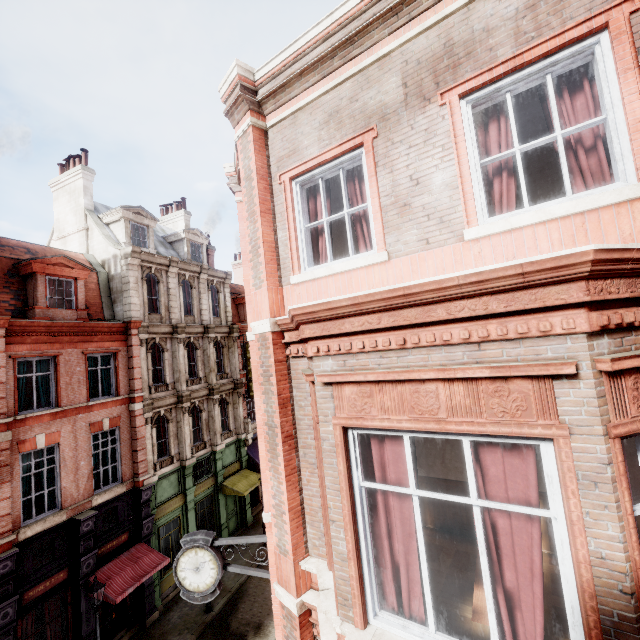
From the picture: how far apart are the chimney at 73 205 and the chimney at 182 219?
6.6m

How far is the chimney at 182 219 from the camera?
25.5 meters

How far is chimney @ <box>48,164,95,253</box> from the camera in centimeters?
1856cm

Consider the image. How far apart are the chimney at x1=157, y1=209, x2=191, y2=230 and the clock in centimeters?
2262cm

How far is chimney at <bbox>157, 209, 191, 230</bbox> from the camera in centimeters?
2553cm

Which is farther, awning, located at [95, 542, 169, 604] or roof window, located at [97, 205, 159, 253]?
roof window, located at [97, 205, 159, 253]

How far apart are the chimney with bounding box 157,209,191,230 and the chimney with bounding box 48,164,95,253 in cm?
663

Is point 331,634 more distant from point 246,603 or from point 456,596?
point 246,603
